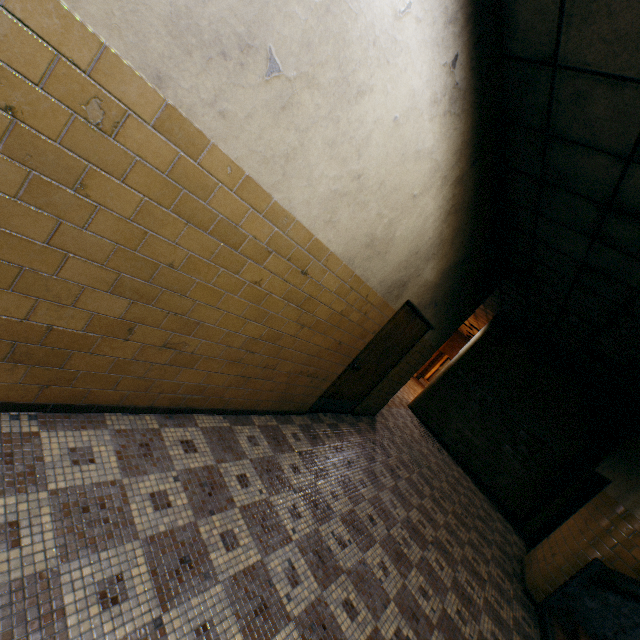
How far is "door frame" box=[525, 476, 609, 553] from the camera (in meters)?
6.95

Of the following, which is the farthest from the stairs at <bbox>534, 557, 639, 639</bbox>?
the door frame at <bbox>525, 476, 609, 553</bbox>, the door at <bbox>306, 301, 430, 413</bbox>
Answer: the door at <bbox>306, 301, 430, 413</bbox>

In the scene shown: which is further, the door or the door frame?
the door frame

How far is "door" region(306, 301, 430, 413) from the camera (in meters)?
4.67

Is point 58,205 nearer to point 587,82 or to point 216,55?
point 216,55

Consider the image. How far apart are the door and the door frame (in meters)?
4.38

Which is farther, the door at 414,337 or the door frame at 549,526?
the door frame at 549,526

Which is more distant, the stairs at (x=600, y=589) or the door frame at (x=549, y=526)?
the door frame at (x=549, y=526)
